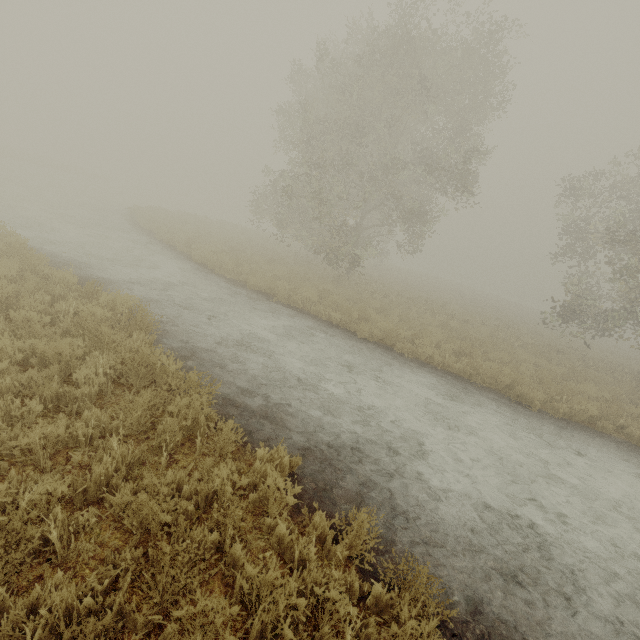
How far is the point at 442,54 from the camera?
15.4m
